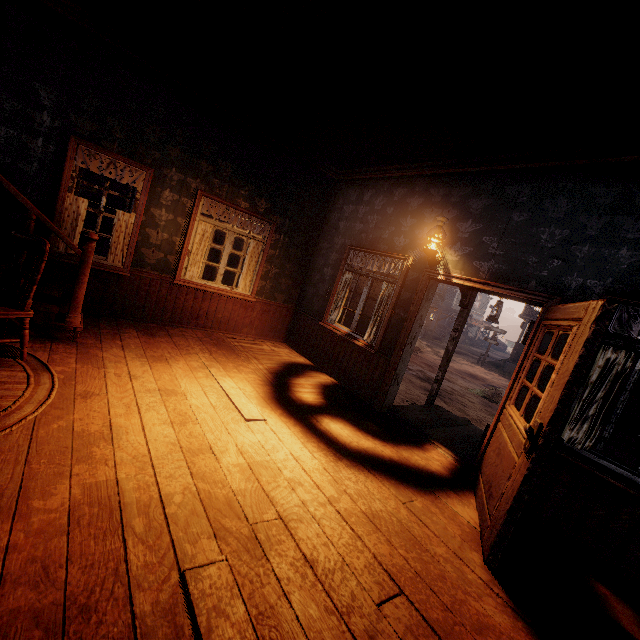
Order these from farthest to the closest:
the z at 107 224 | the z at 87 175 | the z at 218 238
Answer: the z at 218 238 → the z at 87 175 → the z at 107 224

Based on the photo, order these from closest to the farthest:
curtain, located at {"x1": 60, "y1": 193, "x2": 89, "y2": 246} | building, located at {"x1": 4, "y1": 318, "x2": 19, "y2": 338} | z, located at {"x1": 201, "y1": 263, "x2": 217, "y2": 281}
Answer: building, located at {"x1": 4, "y1": 318, "x2": 19, "y2": 338} → curtain, located at {"x1": 60, "y1": 193, "x2": 89, "y2": 246} → z, located at {"x1": 201, "y1": 263, "x2": 217, "y2": 281}

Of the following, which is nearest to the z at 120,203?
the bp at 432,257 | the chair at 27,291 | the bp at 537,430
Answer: the bp at 537,430

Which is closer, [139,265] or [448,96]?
[448,96]

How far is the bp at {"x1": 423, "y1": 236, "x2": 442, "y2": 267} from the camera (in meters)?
4.56

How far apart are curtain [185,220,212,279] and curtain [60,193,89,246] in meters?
1.5 m

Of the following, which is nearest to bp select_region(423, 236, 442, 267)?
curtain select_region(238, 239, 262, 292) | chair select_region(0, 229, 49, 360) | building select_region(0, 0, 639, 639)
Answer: building select_region(0, 0, 639, 639)

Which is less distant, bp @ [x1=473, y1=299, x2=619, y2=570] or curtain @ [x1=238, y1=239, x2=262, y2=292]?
bp @ [x1=473, y1=299, x2=619, y2=570]
